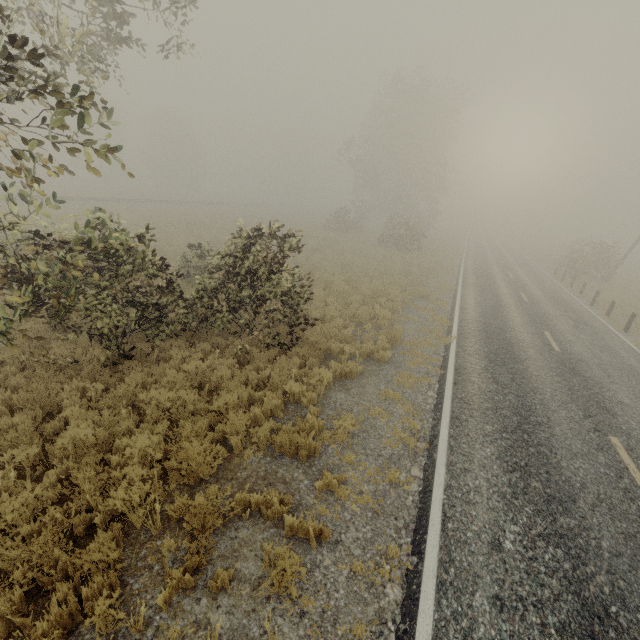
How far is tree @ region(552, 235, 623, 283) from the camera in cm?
2750

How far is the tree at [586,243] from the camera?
27.5 meters

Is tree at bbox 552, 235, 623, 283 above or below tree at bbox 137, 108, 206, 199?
below

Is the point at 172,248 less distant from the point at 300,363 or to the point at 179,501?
the point at 300,363

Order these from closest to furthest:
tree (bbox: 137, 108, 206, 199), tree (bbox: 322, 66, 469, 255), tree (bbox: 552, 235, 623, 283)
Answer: tree (bbox: 552, 235, 623, 283) < tree (bbox: 322, 66, 469, 255) < tree (bbox: 137, 108, 206, 199)

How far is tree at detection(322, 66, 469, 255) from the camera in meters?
34.3 m

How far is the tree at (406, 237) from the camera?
34.3 meters
